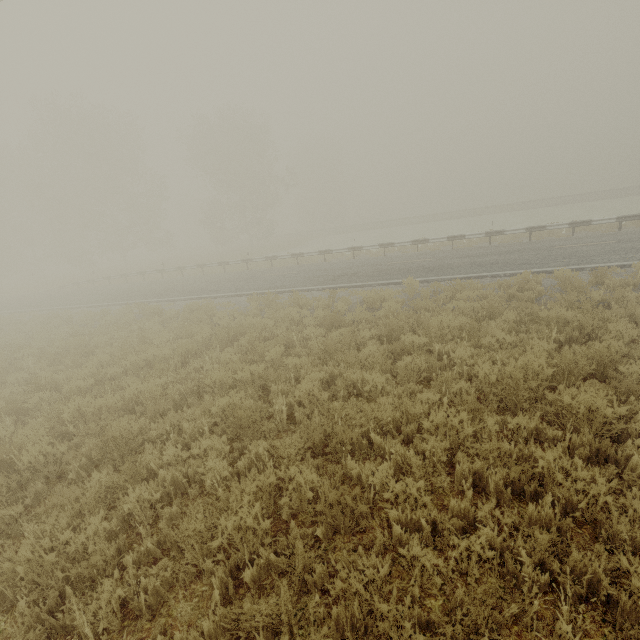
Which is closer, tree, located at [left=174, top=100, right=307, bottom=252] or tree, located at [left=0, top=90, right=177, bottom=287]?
tree, located at [left=0, top=90, right=177, bottom=287]

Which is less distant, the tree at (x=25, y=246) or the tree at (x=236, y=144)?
the tree at (x=25, y=246)

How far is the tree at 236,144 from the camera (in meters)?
36.53

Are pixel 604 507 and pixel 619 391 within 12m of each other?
yes

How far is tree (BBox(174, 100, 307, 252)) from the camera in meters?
36.5 m
